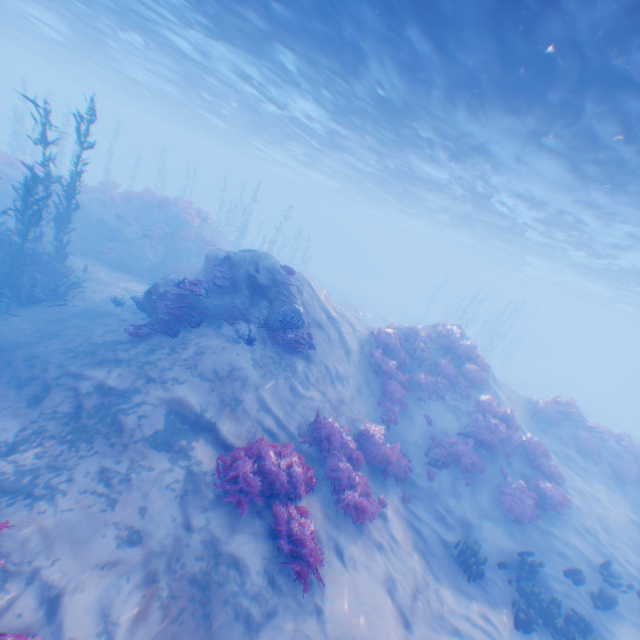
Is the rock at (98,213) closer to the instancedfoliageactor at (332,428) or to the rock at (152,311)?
the rock at (152,311)

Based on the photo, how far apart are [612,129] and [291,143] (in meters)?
25.91

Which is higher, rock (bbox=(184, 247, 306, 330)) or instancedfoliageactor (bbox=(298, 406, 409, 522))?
rock (bbox=(184, 247, 306, 330))

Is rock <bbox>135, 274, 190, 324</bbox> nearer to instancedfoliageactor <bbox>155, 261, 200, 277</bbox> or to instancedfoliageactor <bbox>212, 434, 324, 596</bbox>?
instancedfoliageactor <bbox>155, 261, 200, 277</bbox>

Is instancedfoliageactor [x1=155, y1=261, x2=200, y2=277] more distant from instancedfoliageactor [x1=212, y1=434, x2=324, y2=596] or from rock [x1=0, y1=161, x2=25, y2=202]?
instancedfoliageactor [x1=212, y1=434, x2=324, y2=596]

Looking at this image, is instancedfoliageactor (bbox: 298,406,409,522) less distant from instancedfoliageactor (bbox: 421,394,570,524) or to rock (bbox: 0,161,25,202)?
instancedfoliageactor (bbox: 421,394,570,524)

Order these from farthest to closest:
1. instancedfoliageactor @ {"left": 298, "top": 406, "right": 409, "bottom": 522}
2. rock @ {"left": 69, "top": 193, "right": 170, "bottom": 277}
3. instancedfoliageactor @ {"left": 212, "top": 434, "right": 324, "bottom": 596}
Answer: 1. rock @ {"left": 69, "top": 193, "right": 170, "bottom": 277}
2. instancedfoliageactor @ {"left": 298, "top": 406, "right": 409, "bottom": 522}
3. instancedfoliageactor @ {"left": 212, "top": 434, "right": 324, "bottom": 596}

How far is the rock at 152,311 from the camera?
10.66m
